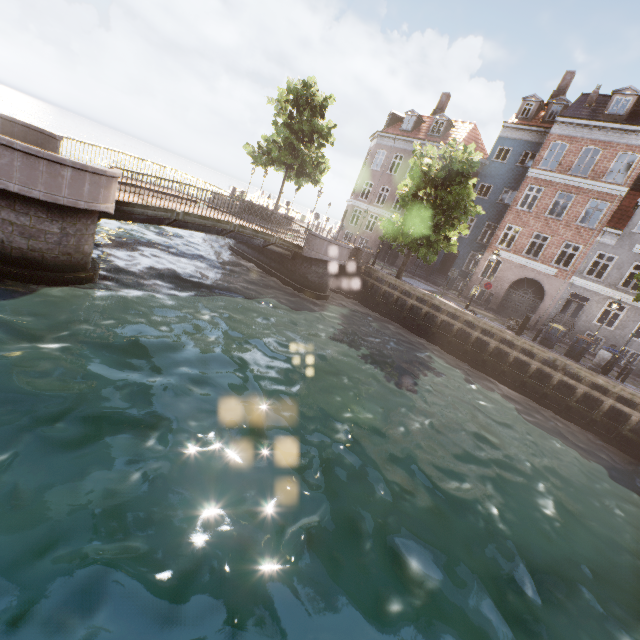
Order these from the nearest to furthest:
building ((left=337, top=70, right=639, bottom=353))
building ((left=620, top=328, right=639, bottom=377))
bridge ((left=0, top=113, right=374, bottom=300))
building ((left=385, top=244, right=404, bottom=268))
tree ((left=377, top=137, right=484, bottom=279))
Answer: bridge ((left=0, top=113, right=374, bottom=300)) < tree ((left=377, top=137, right=484, bottom=279)) < building ((left=620, top=328, right=639, bottom=377)) < building ((left=337, top=70, right=639, bottom=353)) < building ((left=385, top=244, right=404, bottom=268))

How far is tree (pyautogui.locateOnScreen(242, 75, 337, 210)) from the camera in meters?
23.3 m

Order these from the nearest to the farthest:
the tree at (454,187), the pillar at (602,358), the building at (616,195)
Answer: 1. the pillar at (602,358)
2. the tree at (454,187)
3. the building at (616,195)

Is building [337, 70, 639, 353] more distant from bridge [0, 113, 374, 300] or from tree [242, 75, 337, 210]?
bridge [0, 113, 374, 300]

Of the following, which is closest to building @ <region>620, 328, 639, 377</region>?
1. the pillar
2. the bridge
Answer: the pillar

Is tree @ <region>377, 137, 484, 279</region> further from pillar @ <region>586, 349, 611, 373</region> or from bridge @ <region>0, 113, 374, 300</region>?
pillar @ <region>586, 349, 611, 373</region>

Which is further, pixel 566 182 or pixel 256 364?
pixel 566 182

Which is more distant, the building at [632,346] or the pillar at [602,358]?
the building at [632,346]
